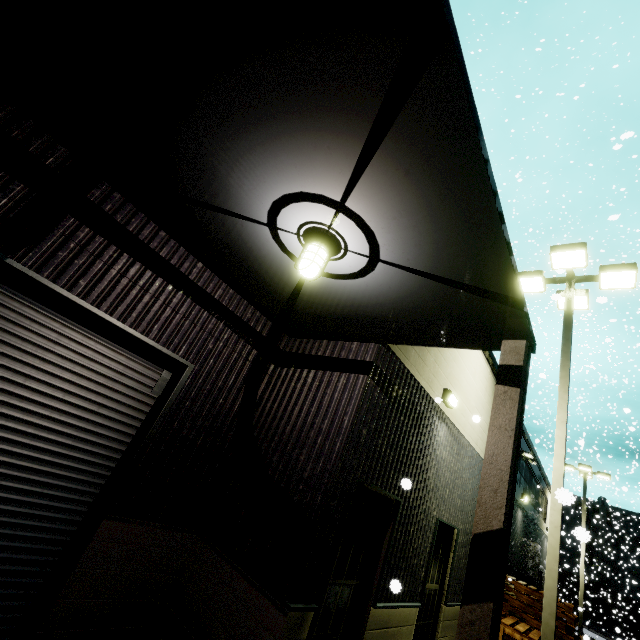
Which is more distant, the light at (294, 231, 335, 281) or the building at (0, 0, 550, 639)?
the light at (294, 231, 335, 281)

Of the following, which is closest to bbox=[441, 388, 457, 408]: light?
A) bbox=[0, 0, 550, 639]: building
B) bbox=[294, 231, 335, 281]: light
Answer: bbox=[0, 0, 550, 639]: building

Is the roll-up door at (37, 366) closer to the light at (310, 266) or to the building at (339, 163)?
the building at (339, 163)

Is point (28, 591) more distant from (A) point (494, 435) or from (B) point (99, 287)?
(A) point (494, 435)

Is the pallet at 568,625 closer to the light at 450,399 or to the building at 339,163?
the building at 339,163

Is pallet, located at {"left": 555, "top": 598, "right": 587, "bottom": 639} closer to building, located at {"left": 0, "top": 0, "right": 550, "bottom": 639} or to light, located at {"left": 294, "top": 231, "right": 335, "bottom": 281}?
building, located at {"left": 0, "top": 0, "right": 550, "bottom": 639}

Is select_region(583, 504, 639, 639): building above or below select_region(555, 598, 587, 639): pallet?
above

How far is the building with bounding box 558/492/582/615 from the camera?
14.7 meters
